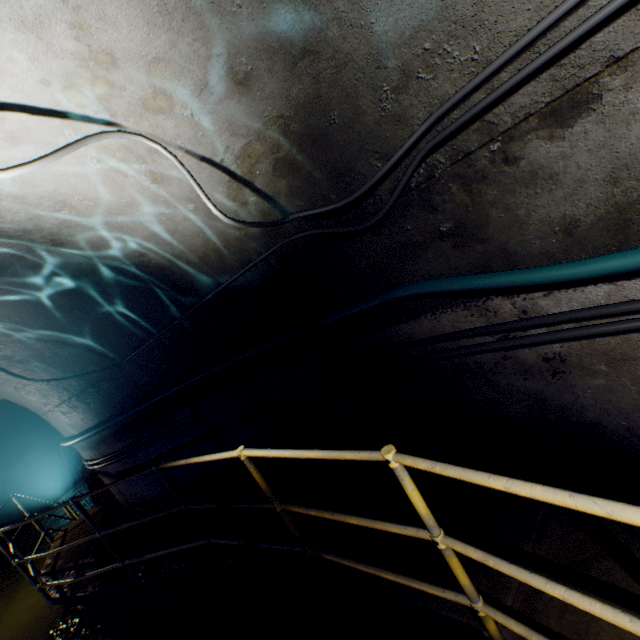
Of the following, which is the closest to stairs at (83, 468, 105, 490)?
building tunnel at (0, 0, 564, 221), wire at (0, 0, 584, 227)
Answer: building tunnel at (0, 0, 564, 221)

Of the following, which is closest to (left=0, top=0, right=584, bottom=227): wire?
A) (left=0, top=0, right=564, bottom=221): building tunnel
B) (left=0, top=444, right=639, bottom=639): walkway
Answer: (left=0, top=0, right=564, bottom=221): building tunnel

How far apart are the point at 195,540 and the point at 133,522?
0.8m

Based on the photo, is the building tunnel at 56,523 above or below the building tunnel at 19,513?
below

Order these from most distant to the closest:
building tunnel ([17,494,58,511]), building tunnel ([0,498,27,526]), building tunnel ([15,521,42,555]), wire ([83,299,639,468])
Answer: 1. building tunnel ([17,494,58,511])
2. building tunnel ([0,498,27,526])
3. building tunnel ([15,521,42,555])
4. wire ([83,299,639,468])

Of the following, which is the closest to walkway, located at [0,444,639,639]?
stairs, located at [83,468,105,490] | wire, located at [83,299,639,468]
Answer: wire, located at [83,299,639,468]

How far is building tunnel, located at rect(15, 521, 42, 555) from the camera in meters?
9.4

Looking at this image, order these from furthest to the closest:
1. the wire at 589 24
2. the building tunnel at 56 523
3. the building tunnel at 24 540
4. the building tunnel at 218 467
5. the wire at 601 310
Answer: the building tunnel at 56 523 → the building tunnel at 24 540 → the building tunnel at 218 467 → the wire at 601 310 → the wire at 589 24
